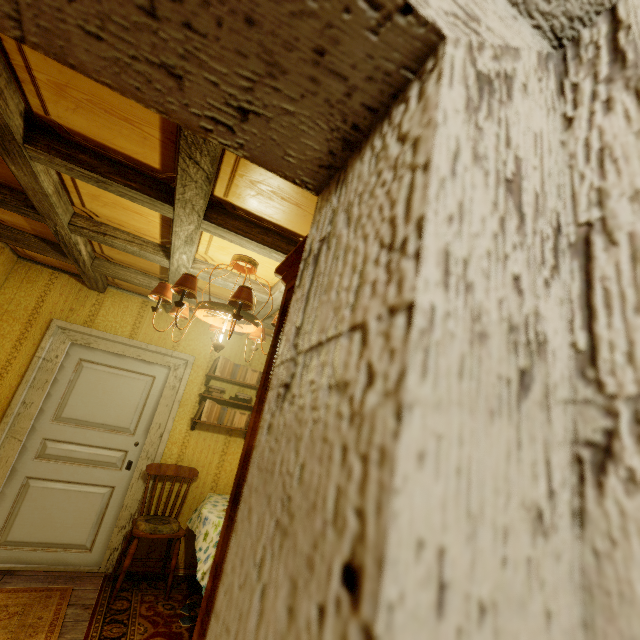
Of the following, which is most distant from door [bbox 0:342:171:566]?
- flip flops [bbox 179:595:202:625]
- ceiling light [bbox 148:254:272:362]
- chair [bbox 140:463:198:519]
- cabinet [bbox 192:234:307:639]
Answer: cabinet [bbox 192:234:307:639]

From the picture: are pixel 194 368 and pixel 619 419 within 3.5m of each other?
no

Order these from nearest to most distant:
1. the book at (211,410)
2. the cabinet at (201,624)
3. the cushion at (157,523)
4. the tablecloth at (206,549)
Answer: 1. the cabinet at (201,624)
2. the tablecloth at (206,549)
3. the cushion at (157,523)
4. the book at (211,410)

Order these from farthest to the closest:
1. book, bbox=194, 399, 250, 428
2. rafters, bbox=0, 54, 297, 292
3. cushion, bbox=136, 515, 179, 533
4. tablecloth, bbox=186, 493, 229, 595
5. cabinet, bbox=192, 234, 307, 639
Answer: book, bbox=194, 399, 250, 428, cushion, bbox=136, 515, 179, 533, tablecloth, bbox=186, 493, 229, 595, rafters, bbox=0, 54, 297, 292, cabinet, bbox=192, 234, 307, 639

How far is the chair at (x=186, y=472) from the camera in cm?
345

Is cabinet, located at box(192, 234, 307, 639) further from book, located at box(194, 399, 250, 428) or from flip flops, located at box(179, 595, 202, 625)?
book, located at box(194, 399, 250, 428)

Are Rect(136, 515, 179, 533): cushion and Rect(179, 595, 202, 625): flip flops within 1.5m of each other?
yes

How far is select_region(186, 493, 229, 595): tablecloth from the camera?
2.54m
